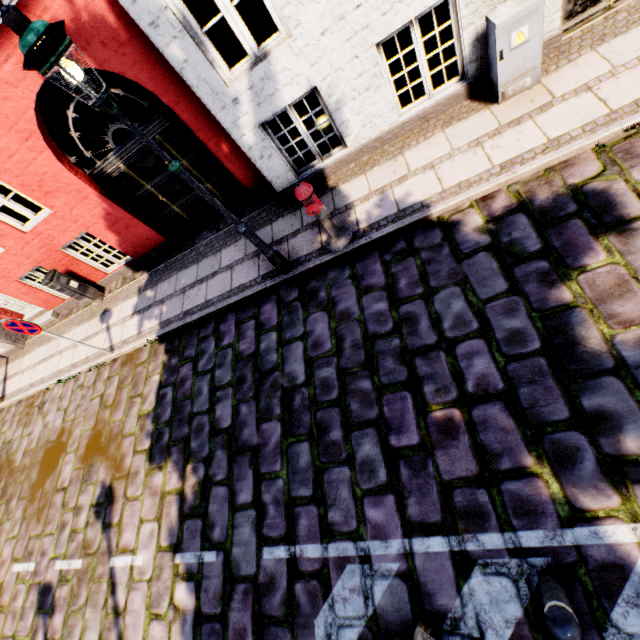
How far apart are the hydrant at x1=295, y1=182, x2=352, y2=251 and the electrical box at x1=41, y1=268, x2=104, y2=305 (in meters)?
6.80

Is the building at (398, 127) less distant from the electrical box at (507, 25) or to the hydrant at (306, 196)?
the electrical box at (507, 25)

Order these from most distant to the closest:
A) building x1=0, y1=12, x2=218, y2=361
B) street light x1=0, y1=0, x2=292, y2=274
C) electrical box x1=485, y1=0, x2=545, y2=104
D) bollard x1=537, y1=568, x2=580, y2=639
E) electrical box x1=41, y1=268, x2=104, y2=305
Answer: electrical box x1=41, y1=268, x2=104, y2=305
building x1=0, y1=12, x2=218, y2=361
electrical box x1=485, y1=0, x2=545, y2=104
street light x1=0, y1=0, x2=292, y2=274
bollard x1=537, y1=568, x2=580, y2=639

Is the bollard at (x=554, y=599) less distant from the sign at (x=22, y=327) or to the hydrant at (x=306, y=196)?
the hydrant at (x=306, y=196)

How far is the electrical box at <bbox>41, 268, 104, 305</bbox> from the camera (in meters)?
7.72

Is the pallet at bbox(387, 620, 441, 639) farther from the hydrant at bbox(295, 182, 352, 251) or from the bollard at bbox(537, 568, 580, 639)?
the hydrant at bbox(295, 182, 352, 251)

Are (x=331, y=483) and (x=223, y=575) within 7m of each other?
yes

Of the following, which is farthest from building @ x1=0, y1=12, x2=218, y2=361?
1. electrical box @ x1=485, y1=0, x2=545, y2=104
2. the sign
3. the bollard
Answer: the bollard
